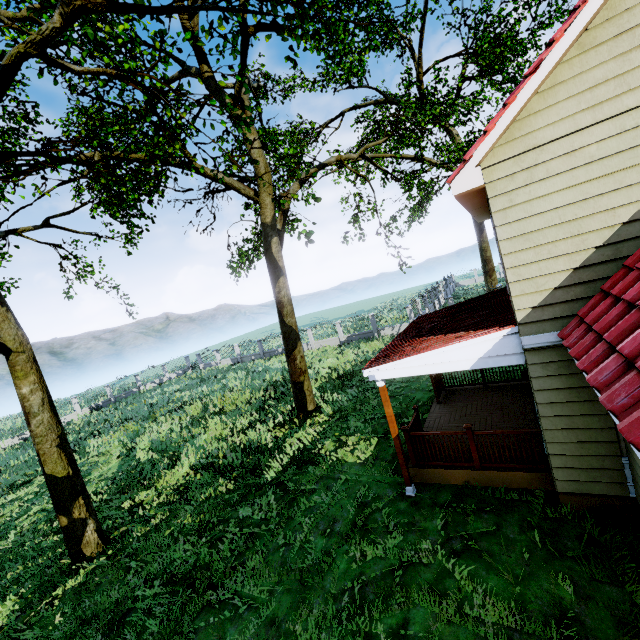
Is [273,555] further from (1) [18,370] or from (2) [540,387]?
(1) [18,370]

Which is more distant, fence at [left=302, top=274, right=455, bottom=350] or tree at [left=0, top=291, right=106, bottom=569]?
fence at [left=302, top=274, right=455, bottom=350]

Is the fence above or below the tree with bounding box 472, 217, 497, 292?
below

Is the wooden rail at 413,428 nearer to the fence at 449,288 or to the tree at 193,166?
the tree at 193,166

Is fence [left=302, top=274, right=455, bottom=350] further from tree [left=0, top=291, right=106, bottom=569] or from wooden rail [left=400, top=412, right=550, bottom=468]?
wooden rail [left=400, top=412, right=550, bottom=468]

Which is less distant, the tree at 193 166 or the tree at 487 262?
the tree at 193 166

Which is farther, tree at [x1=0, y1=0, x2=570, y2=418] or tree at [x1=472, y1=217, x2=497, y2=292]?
tree at [x1=472, y1=217, x2=497, y2=292]
